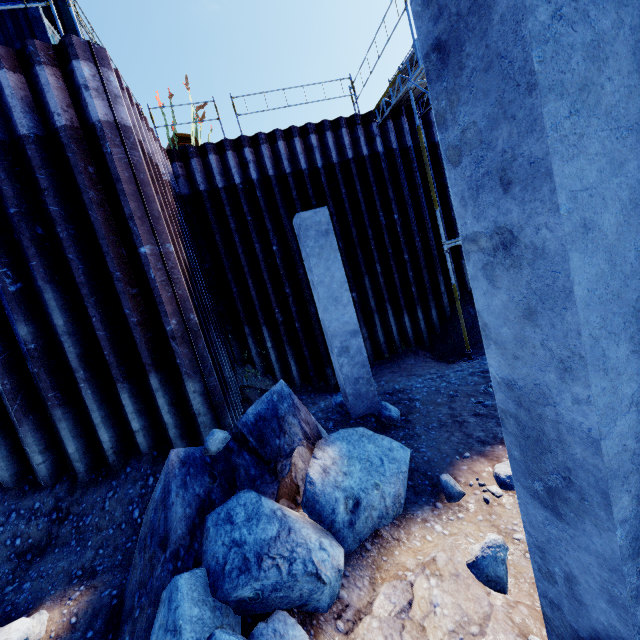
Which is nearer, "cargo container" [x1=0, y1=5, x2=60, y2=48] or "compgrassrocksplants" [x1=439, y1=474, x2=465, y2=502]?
"compgrassrocksplants" [x1=439, y1=474, x2=465, y2=502]

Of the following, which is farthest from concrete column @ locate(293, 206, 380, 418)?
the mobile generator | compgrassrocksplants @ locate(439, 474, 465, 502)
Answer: the mobile generator

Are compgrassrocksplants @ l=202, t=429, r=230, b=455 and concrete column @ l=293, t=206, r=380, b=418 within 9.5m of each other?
yes

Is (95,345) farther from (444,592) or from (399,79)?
(399,79)

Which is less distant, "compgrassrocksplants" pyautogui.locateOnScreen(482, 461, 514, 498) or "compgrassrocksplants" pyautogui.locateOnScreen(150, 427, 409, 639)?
"compgrassrocksplants" pyautogui.locateOnScreen(150, 427, 409, 639)

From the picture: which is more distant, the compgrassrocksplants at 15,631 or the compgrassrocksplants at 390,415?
the compgrassrocksplants at 390,415

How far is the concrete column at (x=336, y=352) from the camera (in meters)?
6.06

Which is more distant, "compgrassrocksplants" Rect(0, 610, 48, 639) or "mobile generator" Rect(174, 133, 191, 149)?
"mobile generator" Rect(174, 133, 191, 149)
